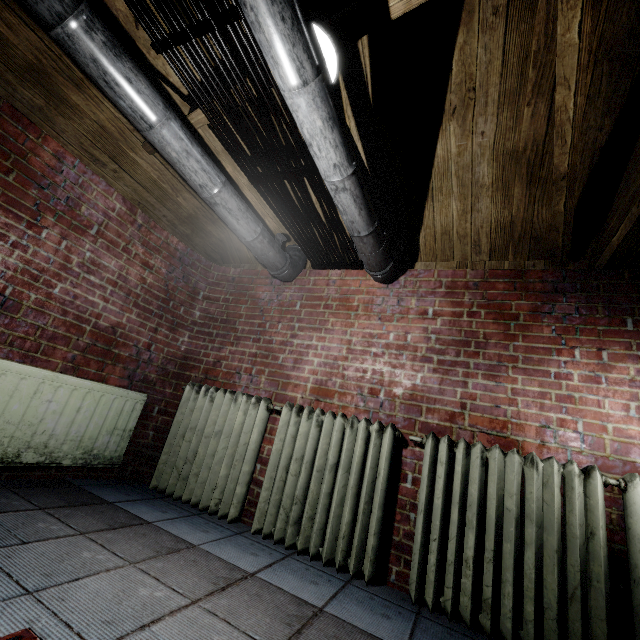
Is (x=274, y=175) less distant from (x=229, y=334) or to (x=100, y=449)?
(x=229, y=334)

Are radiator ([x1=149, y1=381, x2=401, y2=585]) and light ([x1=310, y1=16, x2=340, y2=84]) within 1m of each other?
no

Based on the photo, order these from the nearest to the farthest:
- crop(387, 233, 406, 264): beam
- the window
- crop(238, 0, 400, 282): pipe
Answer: crop(238, 0, 400, 282): pipe < the window < crop(387, 233, 406, 264): beam

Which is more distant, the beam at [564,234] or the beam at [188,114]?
the beam at [188,114]

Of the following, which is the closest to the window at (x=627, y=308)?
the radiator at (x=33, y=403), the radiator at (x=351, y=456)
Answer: the radiator at (x=351, y=456)

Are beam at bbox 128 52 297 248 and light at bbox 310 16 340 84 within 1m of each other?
yes

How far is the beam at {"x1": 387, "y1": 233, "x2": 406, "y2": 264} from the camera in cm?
242

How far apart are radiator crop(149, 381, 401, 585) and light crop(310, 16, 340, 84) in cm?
181
